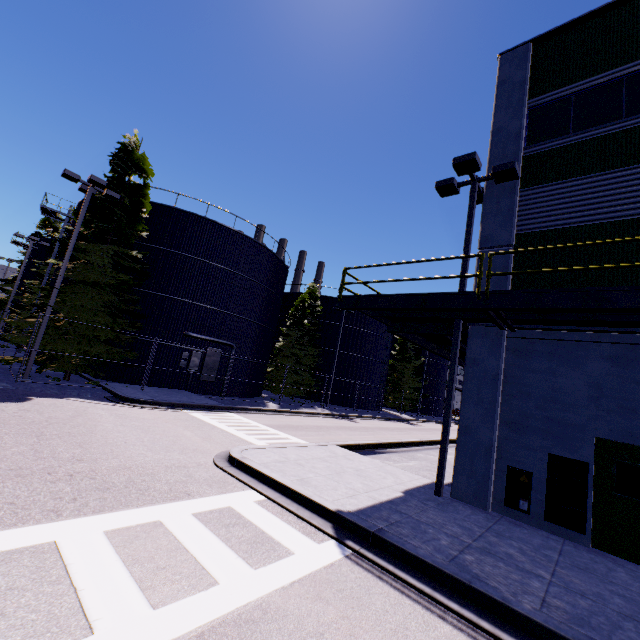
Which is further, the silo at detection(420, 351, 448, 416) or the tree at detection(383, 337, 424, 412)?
the silo at detection(420, 351, 448, 416)

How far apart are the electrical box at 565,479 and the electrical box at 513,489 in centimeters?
22cm

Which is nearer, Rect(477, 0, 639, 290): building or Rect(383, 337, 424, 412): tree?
Rect(477, 0, 639, 290): building

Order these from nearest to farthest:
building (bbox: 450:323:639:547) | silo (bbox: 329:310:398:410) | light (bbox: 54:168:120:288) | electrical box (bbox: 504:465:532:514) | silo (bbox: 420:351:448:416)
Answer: building (bbox: 450:323:639:547) < electrical box (bbox: 504:465:532:514) < light (bbox: 54:168:120:288) < silo (bbox: 329:310:398:410) < silo (bbox: 420:351:448:416)

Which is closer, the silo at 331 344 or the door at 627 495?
the door at 627 495

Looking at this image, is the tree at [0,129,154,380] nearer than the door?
No

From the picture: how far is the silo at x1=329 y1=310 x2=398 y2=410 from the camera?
36.69m

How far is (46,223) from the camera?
44.2m
